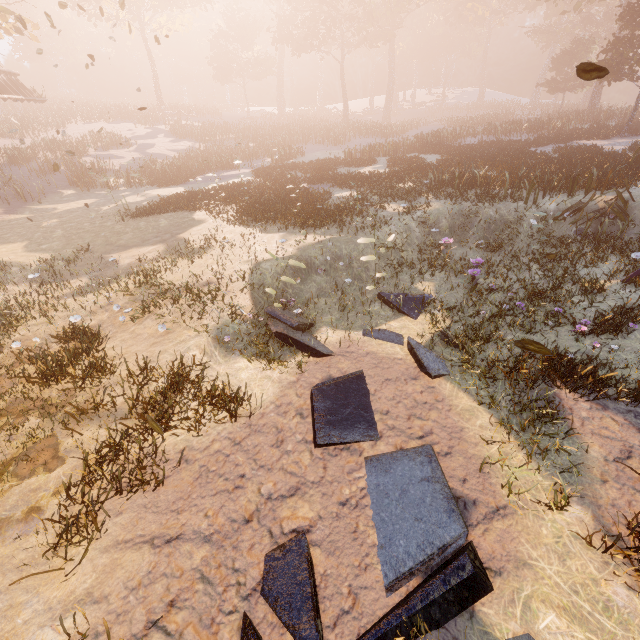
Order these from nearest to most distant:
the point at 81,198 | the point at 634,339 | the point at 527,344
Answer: the point at 527,344 → the point at 634,339 → the point at 81,198

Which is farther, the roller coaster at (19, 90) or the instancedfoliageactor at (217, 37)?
the roller coaster at (19, 90)

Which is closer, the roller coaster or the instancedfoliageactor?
the instancedfoliageactor
